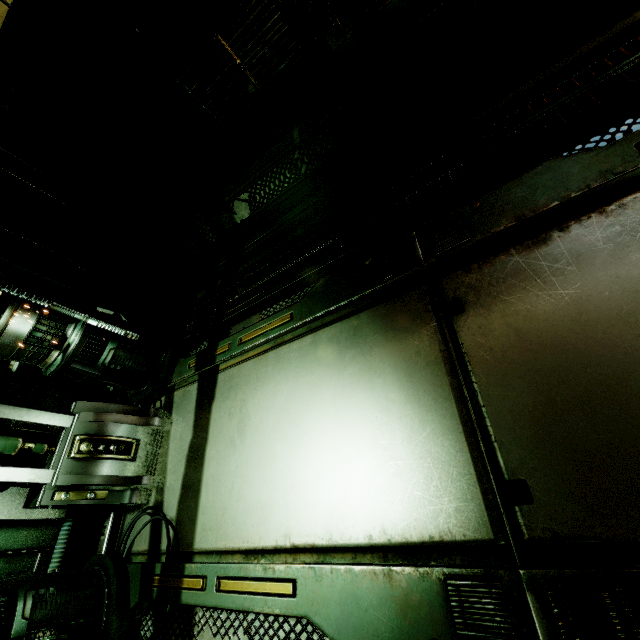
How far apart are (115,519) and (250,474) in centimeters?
164cm

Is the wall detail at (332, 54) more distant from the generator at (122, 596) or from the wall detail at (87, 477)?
the generator at (122, 596)

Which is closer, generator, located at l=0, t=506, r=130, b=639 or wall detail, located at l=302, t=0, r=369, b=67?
generator, located at l=0, t=506, r=130, b=639

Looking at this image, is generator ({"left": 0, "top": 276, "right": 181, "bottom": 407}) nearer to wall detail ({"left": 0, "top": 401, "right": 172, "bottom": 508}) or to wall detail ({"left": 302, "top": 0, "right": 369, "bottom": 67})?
wall detail ({"left": 0, "top": 401, "right": 172, "bottom": 508})

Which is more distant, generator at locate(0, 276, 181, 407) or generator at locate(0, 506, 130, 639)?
generator at locate(0, 276, 181, 407)

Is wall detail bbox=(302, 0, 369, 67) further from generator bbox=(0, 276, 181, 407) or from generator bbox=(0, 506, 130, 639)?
generator bbox=(0, 506, 130, 639)

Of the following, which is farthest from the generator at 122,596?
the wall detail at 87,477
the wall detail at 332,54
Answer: the wall detail at 332,54

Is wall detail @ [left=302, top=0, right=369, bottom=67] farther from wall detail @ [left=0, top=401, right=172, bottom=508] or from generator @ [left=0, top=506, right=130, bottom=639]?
generator @ [left=0, top=506, right=130, bottom=639]
